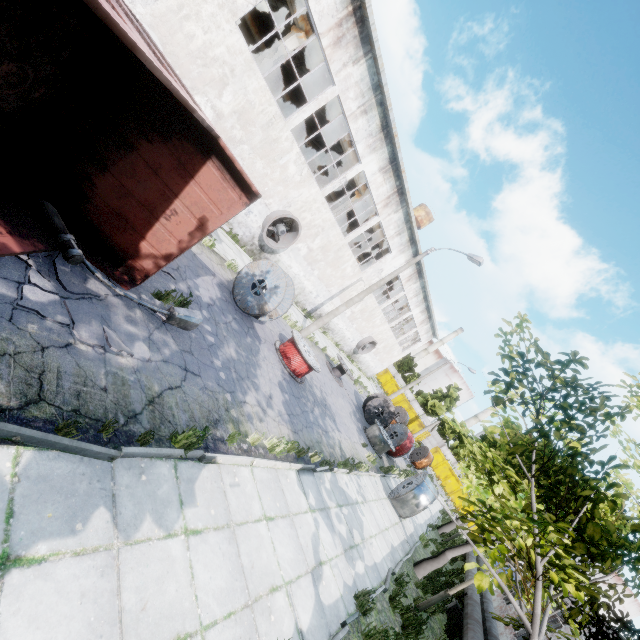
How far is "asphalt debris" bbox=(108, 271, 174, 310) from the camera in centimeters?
616cm

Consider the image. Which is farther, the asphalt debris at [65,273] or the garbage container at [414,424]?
the garbage container at [414,424]

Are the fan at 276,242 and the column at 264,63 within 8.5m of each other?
yes

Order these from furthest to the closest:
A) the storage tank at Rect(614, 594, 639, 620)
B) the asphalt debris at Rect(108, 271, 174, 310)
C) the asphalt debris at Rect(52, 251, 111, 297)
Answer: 1. the storage tank at Rect(614, 594, 639, 620)
2. the asphalt debris at Rect(108, 271, 174, 310)
3. the asphalt debris at Rect(52, 251, 111, 297)

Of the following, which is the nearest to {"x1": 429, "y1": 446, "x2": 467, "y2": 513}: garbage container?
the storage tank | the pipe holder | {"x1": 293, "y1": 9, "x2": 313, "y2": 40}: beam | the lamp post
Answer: {"x1": 293, "y1": 9, "x2": 313, "y2": 40}: beam

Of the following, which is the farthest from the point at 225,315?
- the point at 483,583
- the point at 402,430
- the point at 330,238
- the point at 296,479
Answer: the point at 402,430

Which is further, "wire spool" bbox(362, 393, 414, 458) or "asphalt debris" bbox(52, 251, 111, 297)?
"wire spool" bbox(362, 393, 414, 458)

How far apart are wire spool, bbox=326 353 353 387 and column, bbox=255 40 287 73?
14.5 meters
